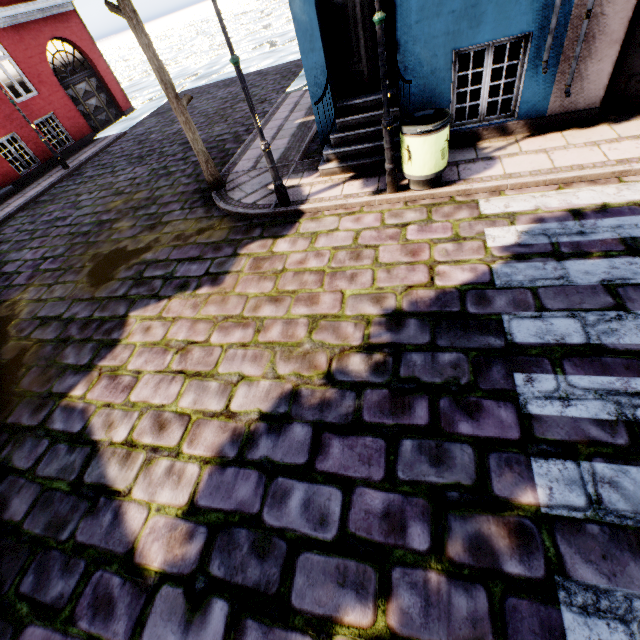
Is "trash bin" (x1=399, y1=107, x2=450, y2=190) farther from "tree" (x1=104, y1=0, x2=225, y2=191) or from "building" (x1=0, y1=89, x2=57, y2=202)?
"tree" (x1=104, y1=0, x2=225, y2=191)

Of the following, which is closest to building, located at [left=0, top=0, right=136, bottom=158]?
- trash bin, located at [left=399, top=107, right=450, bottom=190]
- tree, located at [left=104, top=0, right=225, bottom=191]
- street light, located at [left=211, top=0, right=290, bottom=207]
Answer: trash bin, located at [left=399, top=107, right=450, bottom=190]

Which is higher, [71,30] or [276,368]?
[71,30]

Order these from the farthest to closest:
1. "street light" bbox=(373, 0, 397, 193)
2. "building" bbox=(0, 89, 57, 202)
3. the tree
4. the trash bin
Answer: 1. "building" bbox=(0, 89, 57, 202)
2. the tree
3. the trash bin
4. "street light" bbox=(373, 0, 397, 193)

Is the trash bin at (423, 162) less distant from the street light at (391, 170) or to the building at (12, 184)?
the street light at (391, 170)

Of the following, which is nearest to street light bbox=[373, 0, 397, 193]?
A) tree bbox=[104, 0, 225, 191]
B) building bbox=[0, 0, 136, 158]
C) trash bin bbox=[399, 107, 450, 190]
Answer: trash bin bbox=[399, 107, 450, 190]

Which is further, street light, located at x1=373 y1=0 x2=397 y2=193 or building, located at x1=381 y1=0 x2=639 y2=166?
building, located at x1=381 y1=0 x2=639 y2=166
